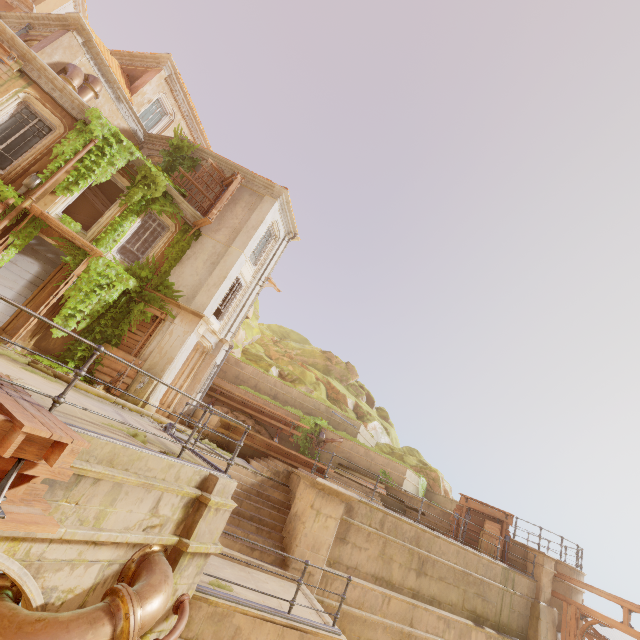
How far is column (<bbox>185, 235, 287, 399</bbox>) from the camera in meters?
15.9

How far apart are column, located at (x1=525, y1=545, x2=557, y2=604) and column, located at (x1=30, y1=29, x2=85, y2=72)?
28.58m

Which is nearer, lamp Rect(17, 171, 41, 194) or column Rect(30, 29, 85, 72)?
Answer: lamp Rect(17, 171, 41, 194)

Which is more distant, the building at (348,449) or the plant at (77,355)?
the building at (348,449)

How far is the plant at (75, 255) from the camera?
12.3 meters

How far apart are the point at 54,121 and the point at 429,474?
27.3 meters

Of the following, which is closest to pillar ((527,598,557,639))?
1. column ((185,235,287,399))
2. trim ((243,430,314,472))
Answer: trim ((243,430,314,472))

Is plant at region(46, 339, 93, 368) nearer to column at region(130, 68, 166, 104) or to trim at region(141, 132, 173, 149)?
trim at region(141, 132, 173, 149)
